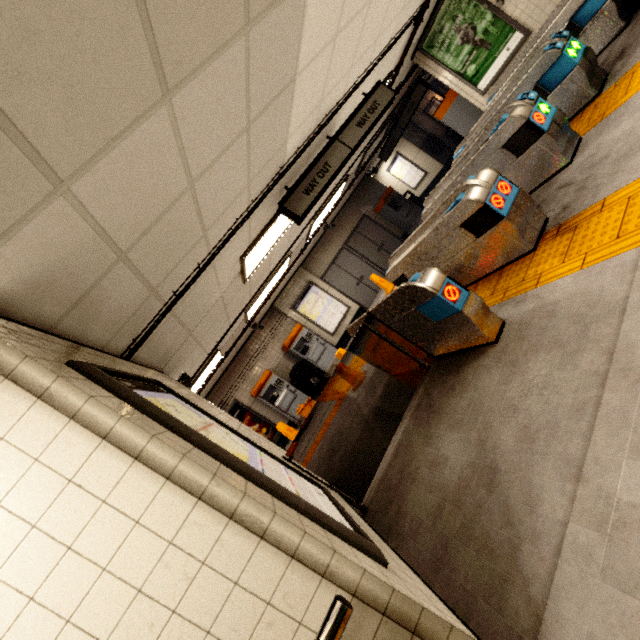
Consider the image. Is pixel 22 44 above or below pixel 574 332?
above

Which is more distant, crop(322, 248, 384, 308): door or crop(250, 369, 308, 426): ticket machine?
crop(322, 248, 384, 308): door

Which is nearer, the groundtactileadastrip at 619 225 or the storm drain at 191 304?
the groundtactileadastrip at 619 225

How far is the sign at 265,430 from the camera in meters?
10.1

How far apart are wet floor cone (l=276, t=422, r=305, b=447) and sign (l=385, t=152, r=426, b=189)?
13.1 meters

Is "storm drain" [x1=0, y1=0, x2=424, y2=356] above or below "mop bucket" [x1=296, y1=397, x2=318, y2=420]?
above

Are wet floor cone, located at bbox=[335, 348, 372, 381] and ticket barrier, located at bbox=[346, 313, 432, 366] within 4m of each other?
yes

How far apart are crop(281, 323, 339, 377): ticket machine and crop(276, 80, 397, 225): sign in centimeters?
607cm
